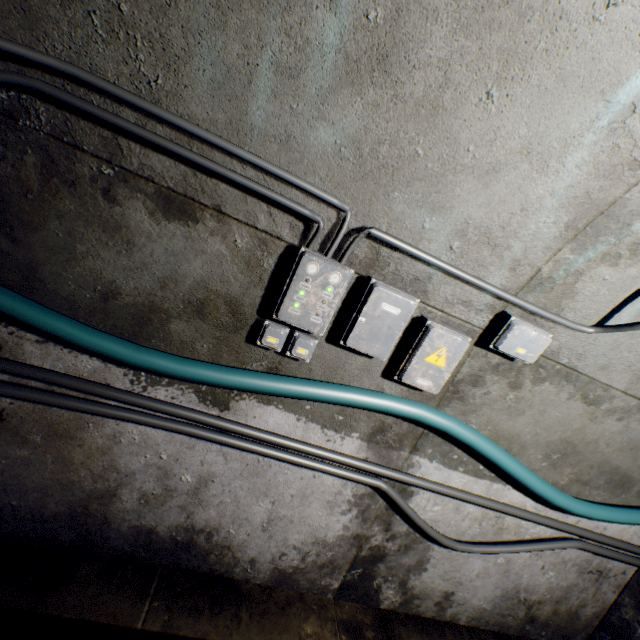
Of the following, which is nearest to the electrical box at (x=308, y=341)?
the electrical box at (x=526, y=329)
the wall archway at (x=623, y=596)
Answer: the electrical box at (x=526, y=329)

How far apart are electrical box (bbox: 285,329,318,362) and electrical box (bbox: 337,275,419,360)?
0.1 meters

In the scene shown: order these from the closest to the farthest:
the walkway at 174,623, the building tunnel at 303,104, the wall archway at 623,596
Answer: the building tunnel at 303,104, the walkway at 174,623, the wall archway at 623,596

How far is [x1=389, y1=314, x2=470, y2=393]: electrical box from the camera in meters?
1.8 m

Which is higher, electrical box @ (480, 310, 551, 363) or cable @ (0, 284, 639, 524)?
electrical box @ (480, 310, 551, 363)

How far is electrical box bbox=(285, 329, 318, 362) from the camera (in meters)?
1.76

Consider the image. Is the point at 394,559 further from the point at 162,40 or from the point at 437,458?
the point at 162,40

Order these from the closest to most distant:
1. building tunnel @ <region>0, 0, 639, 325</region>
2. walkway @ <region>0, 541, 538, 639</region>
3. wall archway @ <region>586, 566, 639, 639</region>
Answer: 1. building tunnel @ <region>0, 0, 639, 325</region>
2. walkway @ <region>0, 541, 538, 639</region>
3. wall archway @ <region>586, 566, 639, 639</region>
